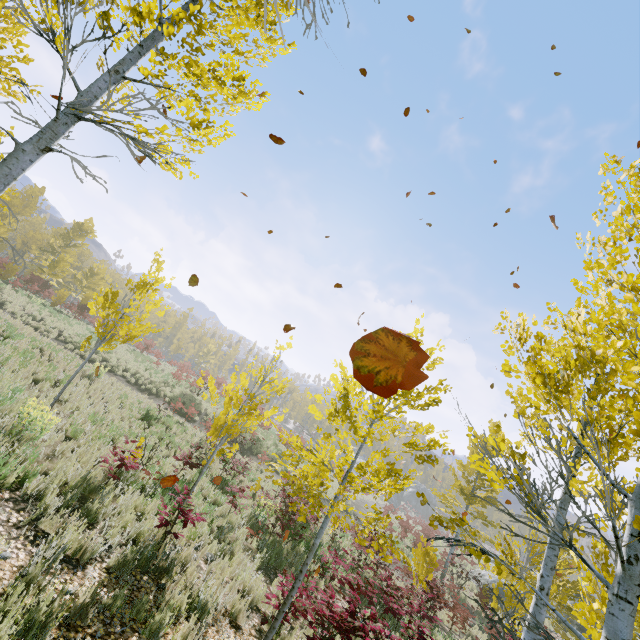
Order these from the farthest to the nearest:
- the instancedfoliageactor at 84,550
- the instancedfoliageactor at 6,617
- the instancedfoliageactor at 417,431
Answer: the instancedfoliageactor at 417,431, the instancedfoliageactor at 84,550, the instancedfoliageactor at 6,617

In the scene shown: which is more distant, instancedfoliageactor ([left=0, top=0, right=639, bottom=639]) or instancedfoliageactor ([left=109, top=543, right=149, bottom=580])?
instancedfoliageactor ([left=109, top=543, right=149, bottom=580])

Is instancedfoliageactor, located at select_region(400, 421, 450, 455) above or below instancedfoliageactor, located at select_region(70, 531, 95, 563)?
above

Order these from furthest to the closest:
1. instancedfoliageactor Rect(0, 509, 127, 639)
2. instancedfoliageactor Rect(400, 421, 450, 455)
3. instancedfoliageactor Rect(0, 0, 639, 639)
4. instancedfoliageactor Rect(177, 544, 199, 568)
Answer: instancedfoliageactor Rect(177, 544, 199, 568) → instancedfoliageactor Rect(400, 421, 450, 455) → instancedfoliageactor Rect(0, 509, 127, 639) → instancedfoliageactor Rect(0, 0, 639, 639)

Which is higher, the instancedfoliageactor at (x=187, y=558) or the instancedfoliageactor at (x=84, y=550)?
the instancedfoliageactor at (x=84, y=550)

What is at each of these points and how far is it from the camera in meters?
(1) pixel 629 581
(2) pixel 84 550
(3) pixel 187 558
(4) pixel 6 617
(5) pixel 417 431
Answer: (1) instancedfoliageactor, 1.9 m
(2) instancedfoliageactor, 4.6 m
(3) instancedfoliageactor, 6.0 m
(4) instancedfoliageactor, 3.0 m
(5) instancedfoliageactor, 6.0 m

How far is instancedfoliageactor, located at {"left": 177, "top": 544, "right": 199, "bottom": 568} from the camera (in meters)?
5.71
